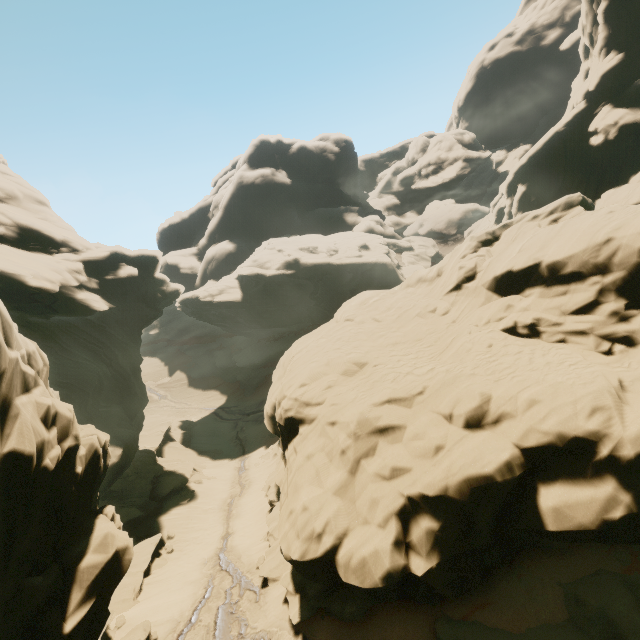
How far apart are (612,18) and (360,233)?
37.6m

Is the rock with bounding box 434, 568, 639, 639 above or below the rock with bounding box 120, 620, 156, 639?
above

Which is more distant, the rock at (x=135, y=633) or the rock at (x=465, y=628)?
the rock at (x=135, y=633)

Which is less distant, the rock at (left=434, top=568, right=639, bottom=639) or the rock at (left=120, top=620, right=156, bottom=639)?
the rock at (left=434, top=568, right=639, bottom=639)

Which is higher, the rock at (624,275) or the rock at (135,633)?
the rock at (624,275)

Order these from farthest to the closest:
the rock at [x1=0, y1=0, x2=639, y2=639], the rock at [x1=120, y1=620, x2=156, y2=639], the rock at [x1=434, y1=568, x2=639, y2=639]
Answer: the rock at [x1=120, y1=620, x2=156, y2=639]
the rock at [x1=0, y1=0, x2=639, y2=639]
the rock at [x1=434, y1=568, x2=639, y2=639]
